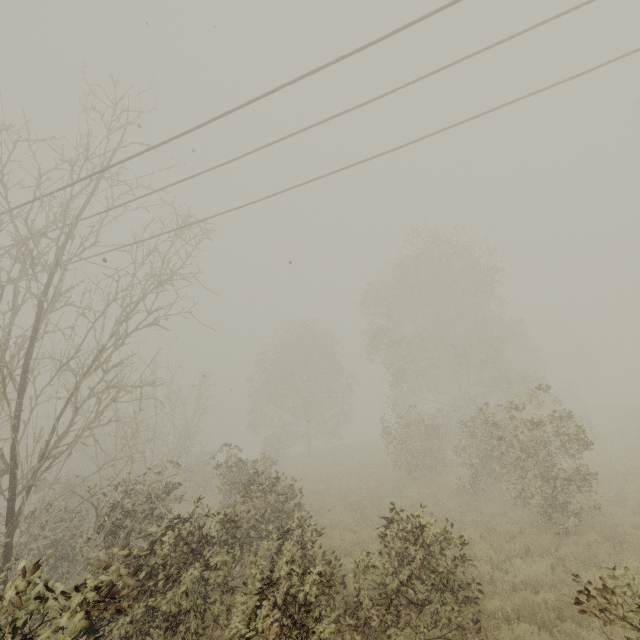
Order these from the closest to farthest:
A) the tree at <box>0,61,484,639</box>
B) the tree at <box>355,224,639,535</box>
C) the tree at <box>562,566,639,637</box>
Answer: the tree at <box>562,566,639,637</box> → the tree at <box>0,61,484,639</box> → the tree at <box>355,224,639,535</box>

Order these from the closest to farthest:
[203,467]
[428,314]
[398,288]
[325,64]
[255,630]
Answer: [255,630], [325,64], [398,288], [203,467], [428,314]

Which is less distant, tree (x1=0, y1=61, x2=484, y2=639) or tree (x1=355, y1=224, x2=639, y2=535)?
tree (x1=0, y1=61, x2=484, y2=639)

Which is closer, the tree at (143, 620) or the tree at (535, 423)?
the tree at (143, 620)

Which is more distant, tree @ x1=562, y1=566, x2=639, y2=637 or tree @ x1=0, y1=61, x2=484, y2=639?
tree @ x1=0, y1=61, x2=484, y2=639
